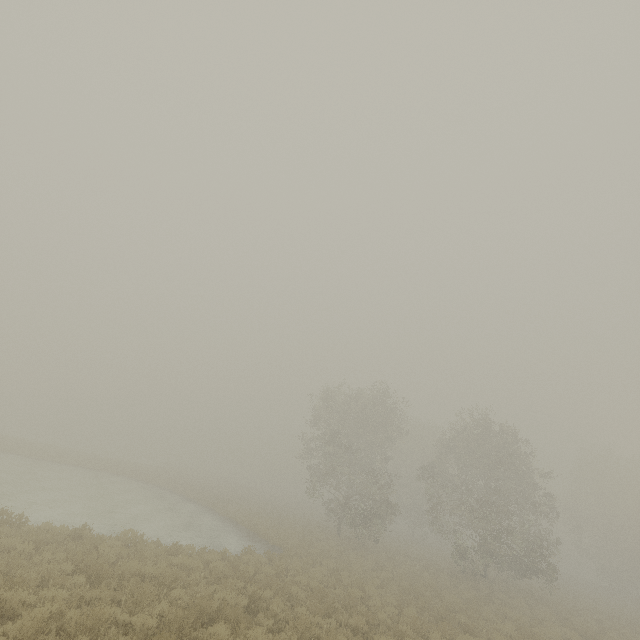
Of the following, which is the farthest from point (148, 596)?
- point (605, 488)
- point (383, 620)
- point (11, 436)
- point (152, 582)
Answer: point (11, 436)
